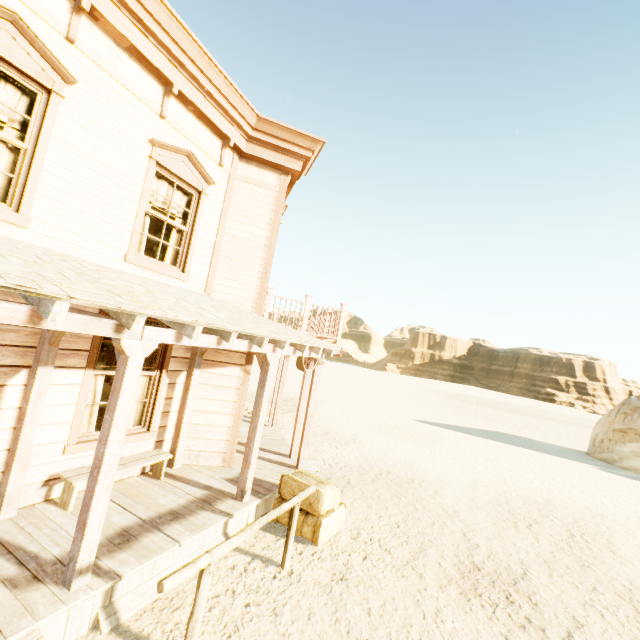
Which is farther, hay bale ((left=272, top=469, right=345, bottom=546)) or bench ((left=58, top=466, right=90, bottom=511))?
hay bale ((left=272, top=469, right=345, bottom=546))

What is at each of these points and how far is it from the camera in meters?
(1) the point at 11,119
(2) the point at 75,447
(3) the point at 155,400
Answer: (1) curtain, 4.1
(2) widow, 4.8
(3) widow, 6.0

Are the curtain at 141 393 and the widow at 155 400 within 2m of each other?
yes

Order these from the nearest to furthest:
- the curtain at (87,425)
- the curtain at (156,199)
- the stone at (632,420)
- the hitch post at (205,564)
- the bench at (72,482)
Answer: the hitch post at (205,564), the bench at (72,482), the curtain at (87,425), the curtain at (156,199), the stone at (632,420)

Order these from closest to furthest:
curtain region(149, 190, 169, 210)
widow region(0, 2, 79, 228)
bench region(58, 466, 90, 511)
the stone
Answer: widow region(0, 2, 79, 228), bench region(58, 466, 90, 511), curtain region(149, 190, 169, 210), the stone

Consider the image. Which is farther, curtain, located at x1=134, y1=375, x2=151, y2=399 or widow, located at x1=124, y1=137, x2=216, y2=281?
curtain, located at x1=134, y1=375, x2=151, y2=399

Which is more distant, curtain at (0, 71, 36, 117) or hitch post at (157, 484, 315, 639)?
curtain at (0, 71, 36, 117)

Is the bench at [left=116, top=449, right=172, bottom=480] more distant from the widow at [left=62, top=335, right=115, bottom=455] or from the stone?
the stone
